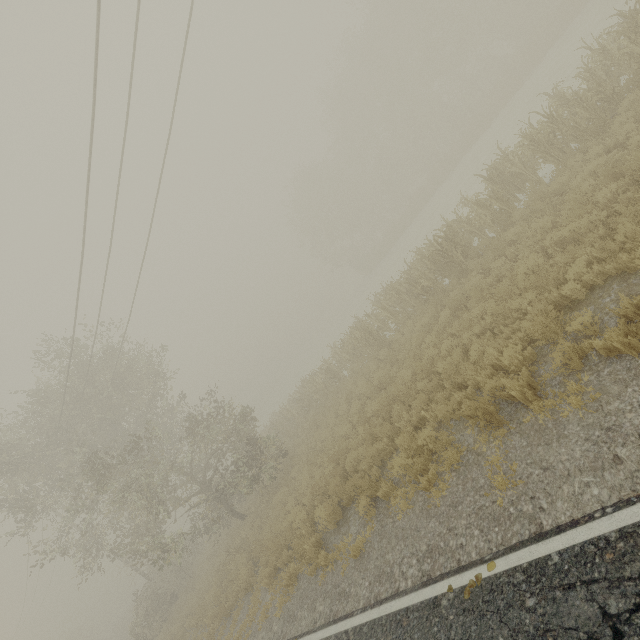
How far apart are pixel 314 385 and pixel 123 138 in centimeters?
1456cm

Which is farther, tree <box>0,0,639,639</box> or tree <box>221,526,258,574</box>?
tree <box>221,526,258,574</box>

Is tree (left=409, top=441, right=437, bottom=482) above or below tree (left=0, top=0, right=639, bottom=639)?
below

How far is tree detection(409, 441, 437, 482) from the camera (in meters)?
7.03

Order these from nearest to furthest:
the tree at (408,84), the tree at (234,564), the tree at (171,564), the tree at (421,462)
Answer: the tree at (421,462)
the tree at (171,564)
the tree at (234,564)
the tree at (408,84)

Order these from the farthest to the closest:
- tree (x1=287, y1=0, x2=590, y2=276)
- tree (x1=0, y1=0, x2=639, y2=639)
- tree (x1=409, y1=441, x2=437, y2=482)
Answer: tree (x1=287, y1=0, x2=590, y2=276), tree (x1=0, y1=0, x2=639, y2=639), tree (x1=409, y1=441, x2=437, y2=482)

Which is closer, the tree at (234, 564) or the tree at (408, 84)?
the tree at (234, 564)
